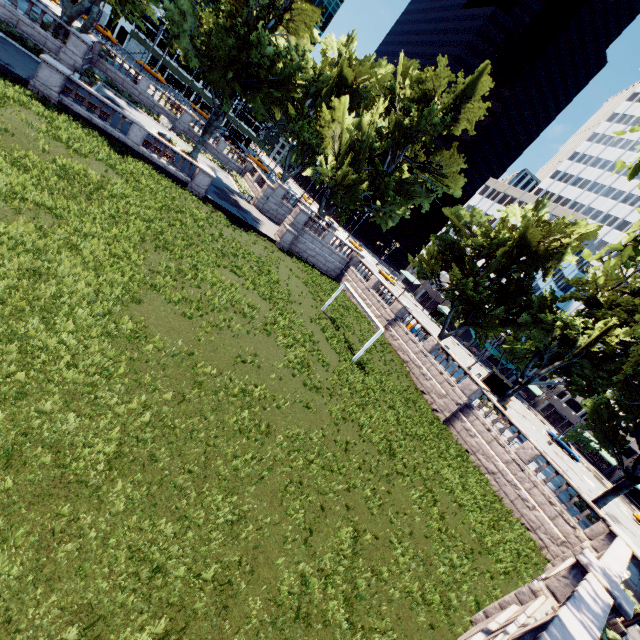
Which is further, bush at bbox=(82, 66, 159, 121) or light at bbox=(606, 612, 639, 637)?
bush at bbox=(82, 66, 159, 121)

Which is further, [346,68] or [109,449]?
[346,68]

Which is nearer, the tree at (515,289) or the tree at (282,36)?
the tree at (515,289)

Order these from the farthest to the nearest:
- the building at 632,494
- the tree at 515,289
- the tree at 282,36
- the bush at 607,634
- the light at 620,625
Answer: the building at 632,494 → the tree at 282,36 → the tree at 515,289 → the light at 620,625 → the bush at 607,634

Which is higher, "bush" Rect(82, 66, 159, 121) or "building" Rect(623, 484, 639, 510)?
"building" Rect(623, 484, 639, 510)

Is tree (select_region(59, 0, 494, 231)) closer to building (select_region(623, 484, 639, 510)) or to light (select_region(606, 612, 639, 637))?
building (select_region(623, 484, 639, 510))

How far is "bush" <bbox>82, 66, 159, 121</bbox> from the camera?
29.3 meters

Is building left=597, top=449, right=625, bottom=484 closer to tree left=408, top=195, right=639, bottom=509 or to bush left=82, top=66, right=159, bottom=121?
tree left=408, top=195, right=639, bottom=509
